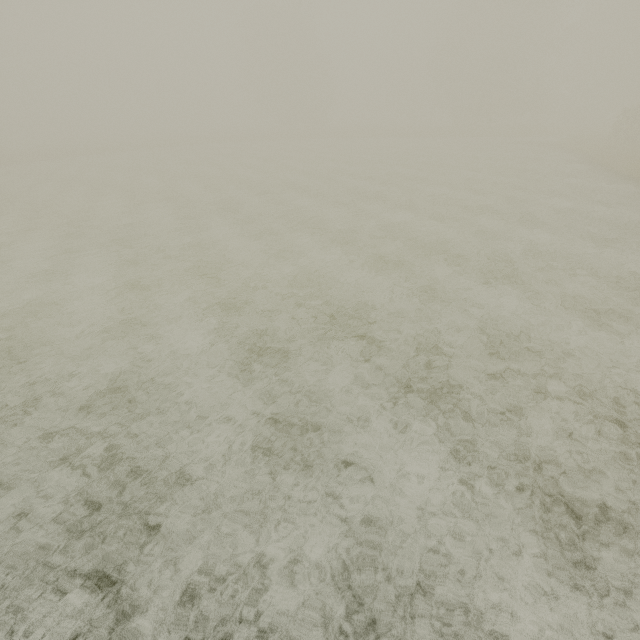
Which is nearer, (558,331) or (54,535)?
(54,535)
